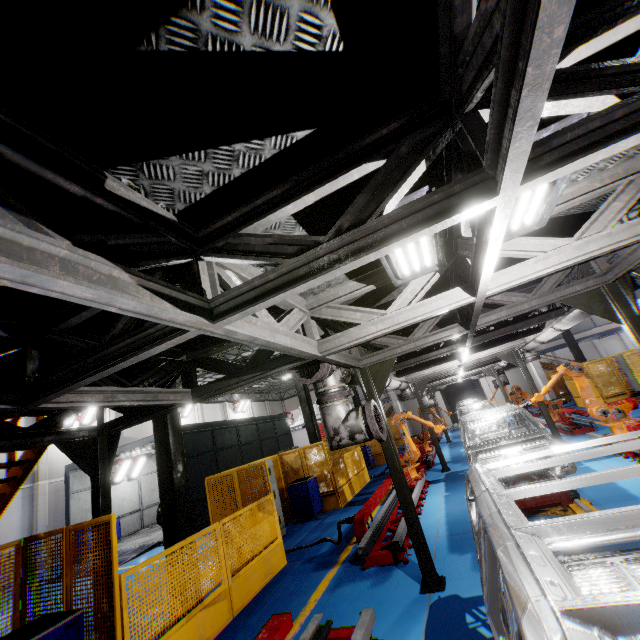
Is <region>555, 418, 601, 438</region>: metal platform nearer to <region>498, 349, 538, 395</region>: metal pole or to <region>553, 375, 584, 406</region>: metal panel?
<region>498, 349, 538, 395</region>: metal pole

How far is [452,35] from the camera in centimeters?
147cm

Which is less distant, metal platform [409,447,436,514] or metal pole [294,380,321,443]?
metal platform [409,447,436,514]

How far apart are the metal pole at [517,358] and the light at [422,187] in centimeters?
1013cm

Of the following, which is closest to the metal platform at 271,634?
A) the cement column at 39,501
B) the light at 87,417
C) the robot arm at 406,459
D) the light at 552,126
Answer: the light at 552,126

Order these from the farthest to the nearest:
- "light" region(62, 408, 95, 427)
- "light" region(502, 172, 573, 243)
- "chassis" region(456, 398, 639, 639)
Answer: "light" region(62, 408, 95, 427)
"light" region(502, 172, 573, 243)
"chassis" region(456, 398, 639, 639)

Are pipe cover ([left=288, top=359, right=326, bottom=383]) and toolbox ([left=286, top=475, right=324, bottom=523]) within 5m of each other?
no

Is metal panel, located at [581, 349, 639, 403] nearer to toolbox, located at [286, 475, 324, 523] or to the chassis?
toolbox, located at [286, 475, 324, 523]
